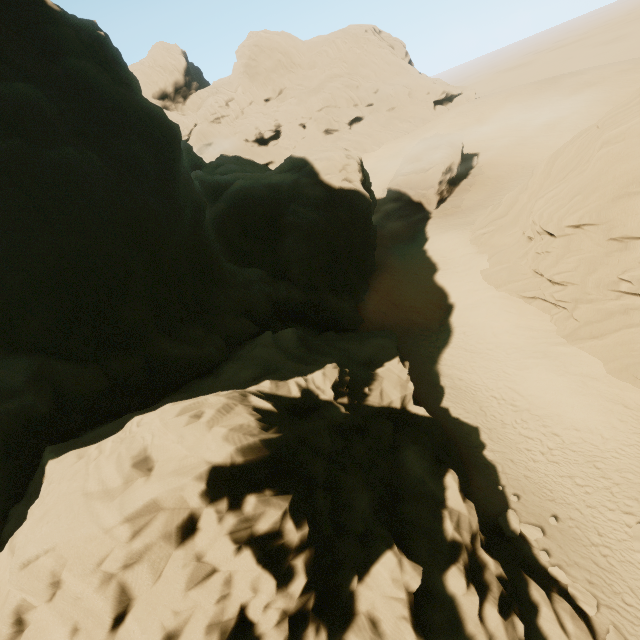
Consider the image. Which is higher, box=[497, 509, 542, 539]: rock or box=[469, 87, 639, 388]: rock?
box=[469, 87, 639, 388]: rock

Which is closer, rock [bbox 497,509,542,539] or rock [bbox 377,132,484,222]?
rock [bbox 497,509,542,539]

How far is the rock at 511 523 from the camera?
12.5 meters

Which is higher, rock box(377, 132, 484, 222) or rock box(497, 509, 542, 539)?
rock box(377, 132, 484, 222)

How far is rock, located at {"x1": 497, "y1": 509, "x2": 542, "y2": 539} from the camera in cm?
1248

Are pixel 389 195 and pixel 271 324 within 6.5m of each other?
no

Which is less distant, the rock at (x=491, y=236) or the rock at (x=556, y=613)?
the rock at (x=556, y=613)
